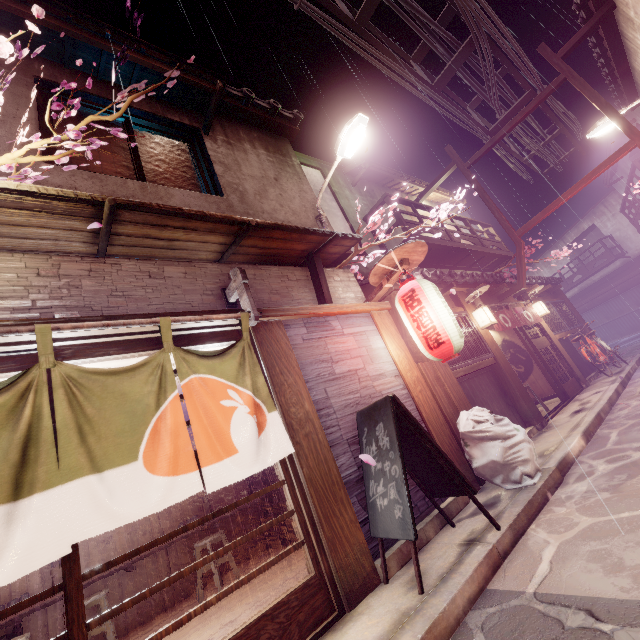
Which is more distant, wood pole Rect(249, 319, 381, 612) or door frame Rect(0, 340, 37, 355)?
wood pole Rect(249, 319, 381, 612)

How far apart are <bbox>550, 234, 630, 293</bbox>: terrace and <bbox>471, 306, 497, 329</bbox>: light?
38.3 meters

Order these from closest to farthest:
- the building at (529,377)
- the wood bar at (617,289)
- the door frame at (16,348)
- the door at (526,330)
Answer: the door frame at (16,348)
the door at (526,330)
the building at (529,377)
the wood bar at (617,289)

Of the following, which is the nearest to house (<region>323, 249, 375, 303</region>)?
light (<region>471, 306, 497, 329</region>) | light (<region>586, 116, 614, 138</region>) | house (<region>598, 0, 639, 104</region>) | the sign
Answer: house (<region>598, 0, 639, 104</region>)

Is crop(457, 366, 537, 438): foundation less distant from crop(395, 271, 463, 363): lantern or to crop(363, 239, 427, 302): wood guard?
crop(395, 271, 463, 363): lantern

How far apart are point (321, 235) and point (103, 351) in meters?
5.4

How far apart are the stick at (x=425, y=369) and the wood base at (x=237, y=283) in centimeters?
491cm

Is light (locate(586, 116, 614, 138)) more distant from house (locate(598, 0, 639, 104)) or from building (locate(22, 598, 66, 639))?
building (locate(22, 598, 66, 639))
